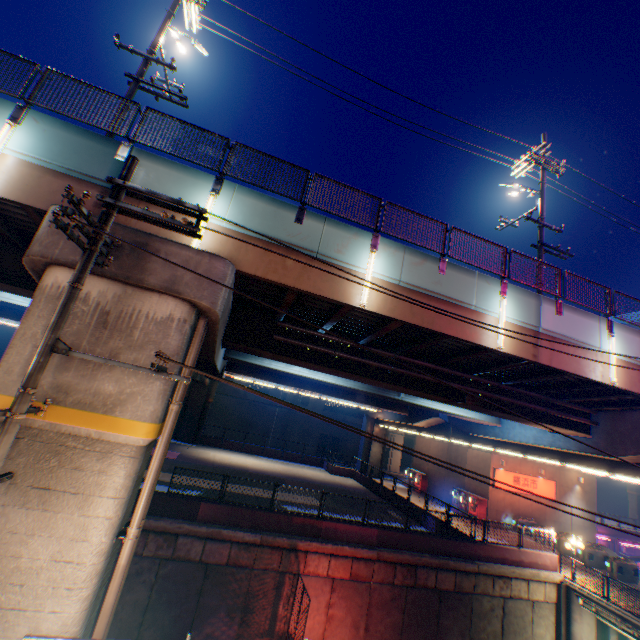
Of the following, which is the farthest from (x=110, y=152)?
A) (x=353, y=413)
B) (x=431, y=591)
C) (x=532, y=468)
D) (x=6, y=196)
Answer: (x=353, y=413)

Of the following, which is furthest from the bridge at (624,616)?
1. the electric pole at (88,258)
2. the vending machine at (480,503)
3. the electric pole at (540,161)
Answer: the electric pole at (88,258)

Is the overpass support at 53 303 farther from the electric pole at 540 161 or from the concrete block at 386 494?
the electric pole at 540 161

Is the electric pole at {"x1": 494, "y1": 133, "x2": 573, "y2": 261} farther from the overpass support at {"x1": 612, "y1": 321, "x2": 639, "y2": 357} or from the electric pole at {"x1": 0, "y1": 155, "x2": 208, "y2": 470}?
the electric pole at {"x1": 0, "y1": 155, "x2": 208, "y2": 470}

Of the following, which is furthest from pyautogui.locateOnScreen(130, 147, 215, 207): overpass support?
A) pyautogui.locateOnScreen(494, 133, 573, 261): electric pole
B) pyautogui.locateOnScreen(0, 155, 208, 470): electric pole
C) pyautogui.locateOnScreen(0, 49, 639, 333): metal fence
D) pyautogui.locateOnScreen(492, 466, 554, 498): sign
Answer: pyautogui.locateOnScreen(494, 133, 573, 261): electric pole

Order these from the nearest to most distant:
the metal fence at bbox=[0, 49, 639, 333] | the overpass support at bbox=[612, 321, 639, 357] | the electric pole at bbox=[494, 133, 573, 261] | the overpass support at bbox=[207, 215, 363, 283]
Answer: the metal fence at bbox=[0, 49, 639, 333] < the overpass support at bbox=[207, 215, 363, 283] < the overpass support at bbox=[612, 321, 639, 357] < the electric pole at bbox=[494, 133, 573, 261]

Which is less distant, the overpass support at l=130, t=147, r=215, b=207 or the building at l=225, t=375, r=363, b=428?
the overpass support at l=130, t=147, r=215, b=207

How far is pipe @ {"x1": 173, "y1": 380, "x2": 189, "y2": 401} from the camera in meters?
7.6
